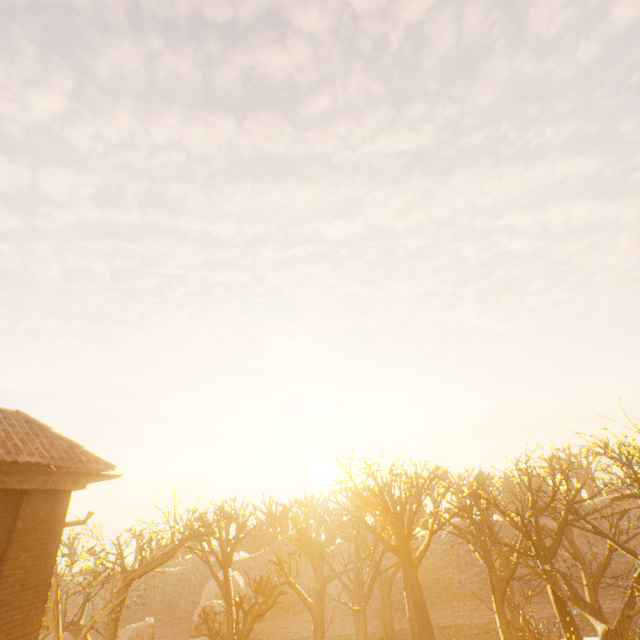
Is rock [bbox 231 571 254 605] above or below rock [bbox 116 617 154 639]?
above

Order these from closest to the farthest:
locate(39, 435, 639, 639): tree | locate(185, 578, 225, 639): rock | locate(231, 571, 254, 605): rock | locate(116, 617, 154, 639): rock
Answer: locate(39, 435, 639, 639): tree
locate(185, 578, 225, 639): rock
locate(116, 617, 154, 639): rock
locate(231, 571, 254, 605): rock

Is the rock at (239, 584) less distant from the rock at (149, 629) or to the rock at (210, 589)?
the rock at (210, 589)

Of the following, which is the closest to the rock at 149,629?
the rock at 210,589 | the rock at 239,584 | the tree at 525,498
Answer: the rock at 210,589

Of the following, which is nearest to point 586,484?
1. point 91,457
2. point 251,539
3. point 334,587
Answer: point 334,587

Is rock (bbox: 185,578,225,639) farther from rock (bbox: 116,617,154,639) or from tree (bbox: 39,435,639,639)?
tree (bbox: 39,435,639,639)

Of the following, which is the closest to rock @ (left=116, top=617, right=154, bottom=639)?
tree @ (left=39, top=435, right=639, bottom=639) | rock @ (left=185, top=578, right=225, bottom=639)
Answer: rock @ (left=185, top=578, right=225, bottom=639)

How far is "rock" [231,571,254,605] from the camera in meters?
35.5 m
